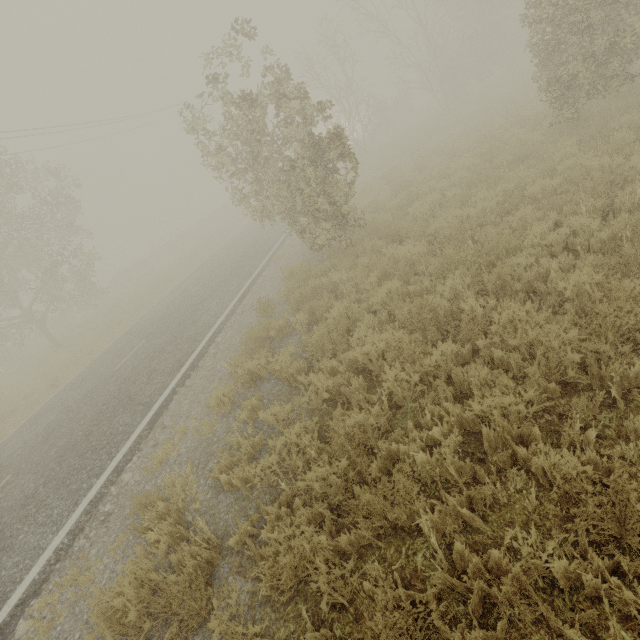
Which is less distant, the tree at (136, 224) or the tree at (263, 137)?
the tree at (263, 137)

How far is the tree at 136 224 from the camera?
56.1m

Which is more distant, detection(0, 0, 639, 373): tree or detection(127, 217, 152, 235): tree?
detection(127, 217, 152, 235): tree

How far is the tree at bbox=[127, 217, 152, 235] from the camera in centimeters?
5612cm

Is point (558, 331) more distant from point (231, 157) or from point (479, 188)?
point (231, 157)
